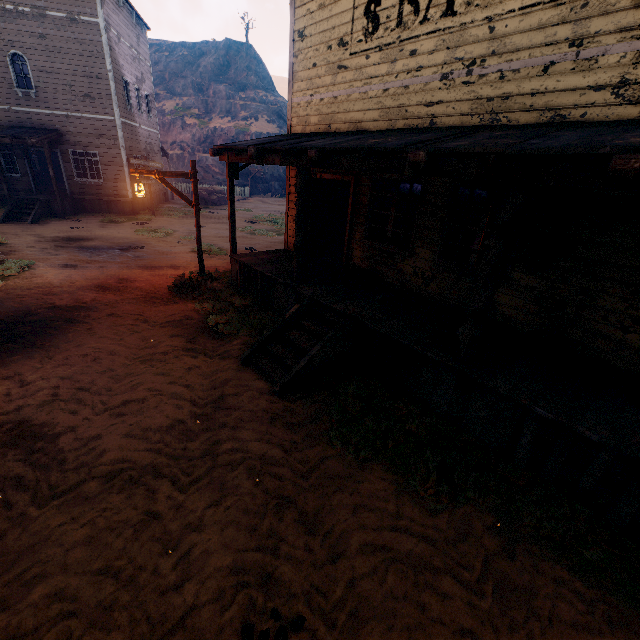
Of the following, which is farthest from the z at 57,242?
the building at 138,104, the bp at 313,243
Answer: the bp at 313,243

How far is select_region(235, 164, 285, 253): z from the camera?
15.37m

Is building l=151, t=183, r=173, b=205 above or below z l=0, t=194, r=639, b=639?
above

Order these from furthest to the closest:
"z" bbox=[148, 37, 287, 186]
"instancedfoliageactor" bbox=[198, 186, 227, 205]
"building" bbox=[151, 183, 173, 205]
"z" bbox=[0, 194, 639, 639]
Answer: "z" bbox=[148, 37, 287, 186] → "instancedfoliageactor" bbox=[198, 186, 227, 205] → "building" bbox=[151, 183, 173, 205] → "z" bbox=[0, 194, 639, 639]

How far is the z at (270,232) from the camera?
15.4m

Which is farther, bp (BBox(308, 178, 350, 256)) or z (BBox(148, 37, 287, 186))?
z (BBox(148, 37, 287, 186))

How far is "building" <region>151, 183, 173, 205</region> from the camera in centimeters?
2282cm

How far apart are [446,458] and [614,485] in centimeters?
183cm
